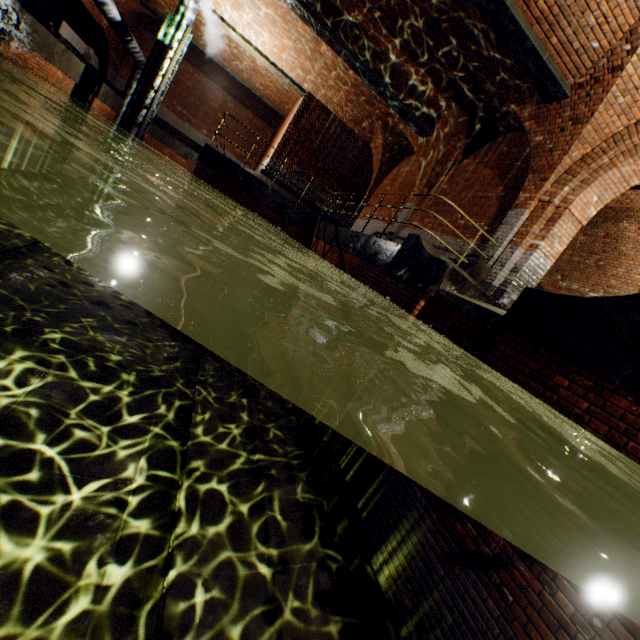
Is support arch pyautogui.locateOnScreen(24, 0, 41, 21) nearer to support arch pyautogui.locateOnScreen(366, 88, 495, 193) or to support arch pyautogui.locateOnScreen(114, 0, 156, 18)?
support arch pyautogui.locateOnScreen(114, 0, 156, 18)

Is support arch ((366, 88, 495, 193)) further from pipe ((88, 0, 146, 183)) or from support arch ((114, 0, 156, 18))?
support arch ((114, 0, 156, 18))

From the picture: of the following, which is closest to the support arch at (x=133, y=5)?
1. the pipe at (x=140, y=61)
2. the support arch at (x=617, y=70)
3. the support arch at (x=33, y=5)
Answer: the support arch at (x=33, y=5)

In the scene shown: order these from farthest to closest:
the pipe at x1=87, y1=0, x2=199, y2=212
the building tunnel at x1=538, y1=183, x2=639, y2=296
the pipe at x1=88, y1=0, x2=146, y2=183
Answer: the pipe at x1=87, y1=0, x2=199, y2=212
the pipe at x1=88, y1=0, x2=146, y2=183
the building tunnel at x1=538, y1=183, x2=639, y2=296

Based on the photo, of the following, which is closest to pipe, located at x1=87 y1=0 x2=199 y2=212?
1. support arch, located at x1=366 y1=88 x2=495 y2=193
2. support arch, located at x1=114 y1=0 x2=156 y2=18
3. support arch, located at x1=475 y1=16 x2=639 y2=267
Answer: support arch, located at x1=475 y1=16 x2=639 y2=267

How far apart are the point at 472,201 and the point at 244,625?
10.5 meters

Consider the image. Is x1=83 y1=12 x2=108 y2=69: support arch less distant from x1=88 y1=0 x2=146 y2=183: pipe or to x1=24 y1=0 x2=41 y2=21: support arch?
x1=24 y1=0 x2=41 y2=21: support arch

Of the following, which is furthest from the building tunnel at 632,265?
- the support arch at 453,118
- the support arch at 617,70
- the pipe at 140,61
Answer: the pipe at 140,61
